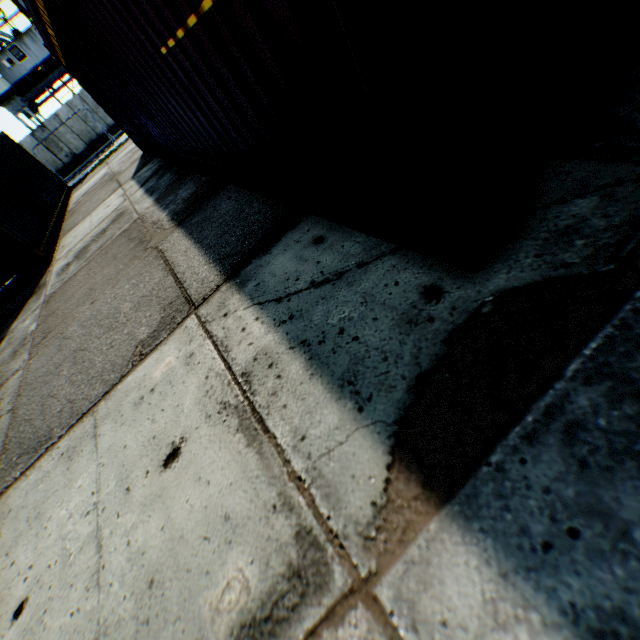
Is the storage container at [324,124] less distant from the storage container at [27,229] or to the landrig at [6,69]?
the storage container at [27,229]

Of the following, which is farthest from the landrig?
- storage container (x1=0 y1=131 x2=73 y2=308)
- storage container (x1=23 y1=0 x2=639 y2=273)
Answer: storage container (x1=23 y1=0 x2=639 y2=273)

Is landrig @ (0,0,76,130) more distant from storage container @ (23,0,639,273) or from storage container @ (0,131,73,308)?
storage container @ (23,0,639,273)

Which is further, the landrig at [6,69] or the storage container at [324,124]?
the landrig at [6,69]

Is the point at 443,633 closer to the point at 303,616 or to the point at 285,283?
the point at 303,616
